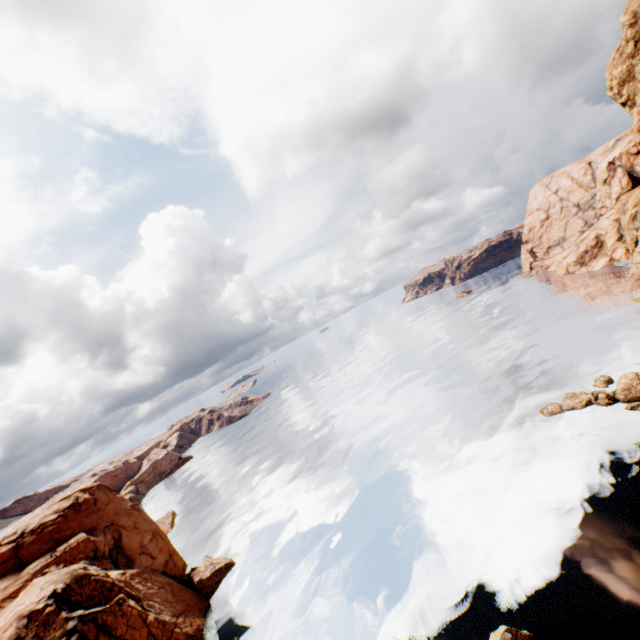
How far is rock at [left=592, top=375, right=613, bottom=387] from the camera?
39.56m

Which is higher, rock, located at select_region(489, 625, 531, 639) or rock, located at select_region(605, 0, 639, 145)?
rock, located at select_region(605, 0, 639, 145)

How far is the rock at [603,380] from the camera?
39.6 meters

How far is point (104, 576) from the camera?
30.6 meters

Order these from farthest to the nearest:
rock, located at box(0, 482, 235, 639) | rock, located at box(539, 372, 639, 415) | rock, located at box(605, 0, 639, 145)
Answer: rock, located at box(539, 372, 639, 415), rock, located at box(0, 482, 235, 639), rock, located at box(605, 0, 639, 145)

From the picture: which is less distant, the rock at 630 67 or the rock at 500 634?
the rock at 630 67

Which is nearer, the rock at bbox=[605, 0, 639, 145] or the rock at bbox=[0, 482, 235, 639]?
the rock at bbox=[605, 0, 639, 145]
